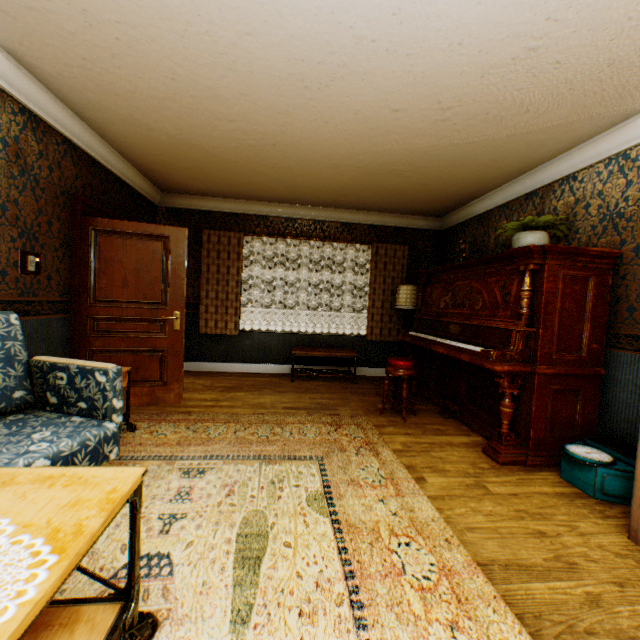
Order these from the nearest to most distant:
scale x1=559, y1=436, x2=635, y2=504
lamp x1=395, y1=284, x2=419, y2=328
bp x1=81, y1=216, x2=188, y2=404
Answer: scale x1=559, y1=436, x2=635, y2=504, bp x1=81, y1=216, x2=188, y2=404, lamp x1=395, y1=284, x2=419, y2=328

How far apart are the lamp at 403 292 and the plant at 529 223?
2.0 meters

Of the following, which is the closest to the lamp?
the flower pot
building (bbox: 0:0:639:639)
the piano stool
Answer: building (bbox: 0:0:639:639)

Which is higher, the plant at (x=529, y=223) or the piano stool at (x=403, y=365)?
the plant at (x=529, y=223)

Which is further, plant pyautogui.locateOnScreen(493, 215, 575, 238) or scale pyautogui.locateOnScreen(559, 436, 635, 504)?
plant pyautogui.locateOnScreen(493, 215, 575, 238)

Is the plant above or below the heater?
above

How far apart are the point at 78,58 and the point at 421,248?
5.59m

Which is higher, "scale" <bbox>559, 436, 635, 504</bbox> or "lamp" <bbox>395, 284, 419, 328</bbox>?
"lamp" <bbox>395, 284, 419, 328</bbox>
